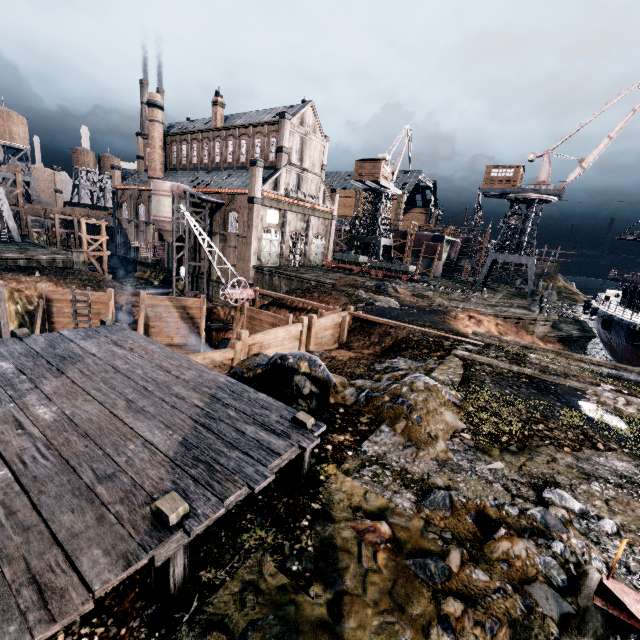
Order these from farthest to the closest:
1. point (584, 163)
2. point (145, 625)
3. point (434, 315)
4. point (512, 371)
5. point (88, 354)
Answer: point (584, 163), point (434, 315), point (512, 371), point (88, 354), point (145, 625)

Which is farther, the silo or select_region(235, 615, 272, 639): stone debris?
the silo

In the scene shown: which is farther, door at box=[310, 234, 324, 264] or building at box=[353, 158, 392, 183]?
door at box=[310, 234, 324, 264]

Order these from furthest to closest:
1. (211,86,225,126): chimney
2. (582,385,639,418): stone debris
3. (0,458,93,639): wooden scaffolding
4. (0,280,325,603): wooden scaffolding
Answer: (211,86,225,126): chimney
(582,385,639,418): stone debris
(0,280,325,603): wooden scaffolding
(0,458,93,639): wooden scaffolding

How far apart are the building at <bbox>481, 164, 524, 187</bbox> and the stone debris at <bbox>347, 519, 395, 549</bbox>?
50.0m

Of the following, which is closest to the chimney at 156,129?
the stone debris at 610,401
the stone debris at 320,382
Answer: the stone debris at 320,382

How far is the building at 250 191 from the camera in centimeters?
4331cm

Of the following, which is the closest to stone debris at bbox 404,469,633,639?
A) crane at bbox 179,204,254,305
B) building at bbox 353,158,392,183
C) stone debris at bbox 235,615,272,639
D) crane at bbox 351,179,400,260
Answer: stone debris at bbox 235,615,272,639
